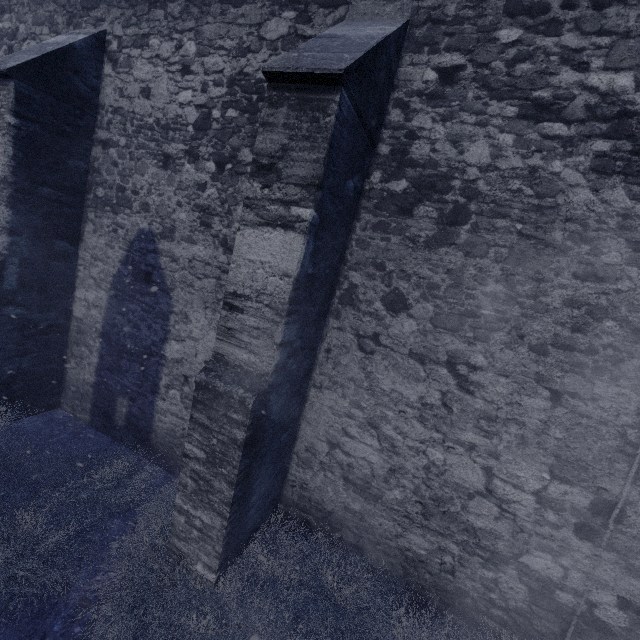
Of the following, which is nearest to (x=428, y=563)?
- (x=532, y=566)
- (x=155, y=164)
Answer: (x=532, y=566)

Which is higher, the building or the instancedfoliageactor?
the building

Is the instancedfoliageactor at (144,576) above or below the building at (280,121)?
below
